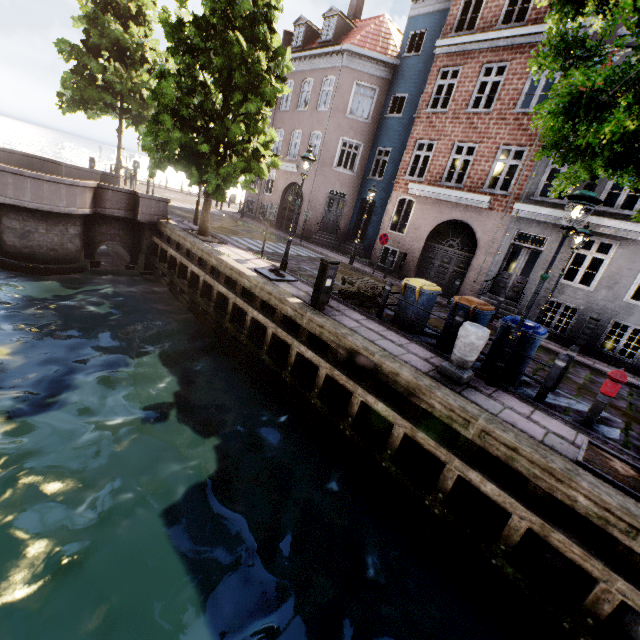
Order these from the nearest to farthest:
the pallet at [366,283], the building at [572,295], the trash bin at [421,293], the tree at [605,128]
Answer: the tree at [605,128] < the trash bin at [421,293] < the pallet at [366,283] < the building at [572,295]

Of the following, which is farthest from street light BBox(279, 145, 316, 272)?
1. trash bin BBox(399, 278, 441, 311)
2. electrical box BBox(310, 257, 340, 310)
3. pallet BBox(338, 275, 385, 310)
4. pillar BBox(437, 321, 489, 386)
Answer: pillar BBox(437, 321, 489, 386)

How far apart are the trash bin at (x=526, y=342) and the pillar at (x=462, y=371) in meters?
0.9

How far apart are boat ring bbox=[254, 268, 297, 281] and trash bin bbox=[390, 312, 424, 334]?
3.2m

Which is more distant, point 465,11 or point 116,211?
point 465,11

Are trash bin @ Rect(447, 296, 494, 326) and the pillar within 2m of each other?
yes

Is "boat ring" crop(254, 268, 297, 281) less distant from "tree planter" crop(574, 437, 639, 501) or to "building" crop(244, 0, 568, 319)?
"tree planter" crop(574, 437, 639, 501)

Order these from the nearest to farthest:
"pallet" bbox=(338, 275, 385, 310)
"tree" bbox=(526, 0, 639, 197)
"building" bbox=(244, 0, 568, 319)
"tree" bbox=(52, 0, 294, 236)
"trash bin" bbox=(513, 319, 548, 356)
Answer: "tree" bbox=(526, 0, 639, 197)
"trash bin" bbox=(513, 319, 548, 356)
"pallet" bbox=(338, 275, 385, 310)
"tree" bbox=(52, 0, 294, 236)
"building" bbox=(244, 0, 568, 319)
